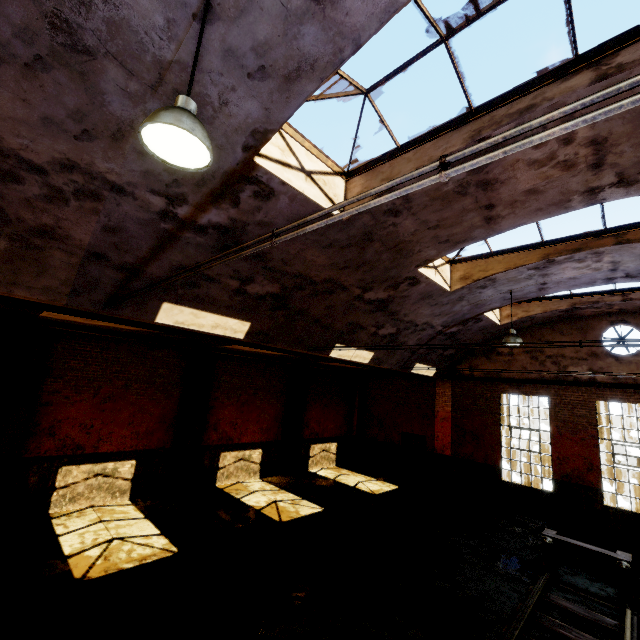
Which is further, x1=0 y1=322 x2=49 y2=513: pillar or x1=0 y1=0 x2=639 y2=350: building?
x1=0 y1=322 x2=49 y2=513: pillar

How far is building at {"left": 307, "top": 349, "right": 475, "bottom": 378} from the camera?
10.2 meters

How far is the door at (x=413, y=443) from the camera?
15.7m

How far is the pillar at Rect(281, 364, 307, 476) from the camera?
14.6m

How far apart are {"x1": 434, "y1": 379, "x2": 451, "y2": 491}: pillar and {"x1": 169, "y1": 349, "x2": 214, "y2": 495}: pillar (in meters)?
10.57

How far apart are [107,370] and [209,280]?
6.30m

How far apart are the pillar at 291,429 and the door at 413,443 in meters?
5.4 m

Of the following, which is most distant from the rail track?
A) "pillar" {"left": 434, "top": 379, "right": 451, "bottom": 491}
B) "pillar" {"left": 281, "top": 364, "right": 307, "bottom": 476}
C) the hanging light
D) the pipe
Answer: "pillar" {"left": 281, "top": 364, "right": 307, "bottom": 476}
